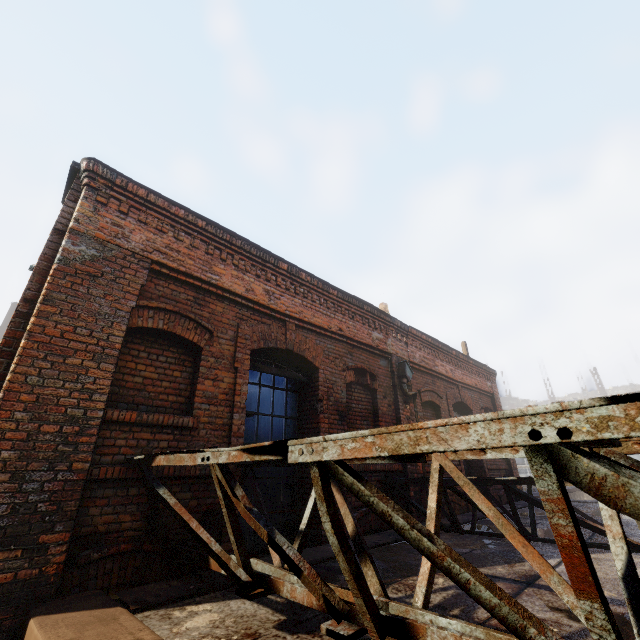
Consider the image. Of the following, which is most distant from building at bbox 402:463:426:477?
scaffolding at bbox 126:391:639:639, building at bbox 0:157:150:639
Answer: building at bbox 0:157:150:639

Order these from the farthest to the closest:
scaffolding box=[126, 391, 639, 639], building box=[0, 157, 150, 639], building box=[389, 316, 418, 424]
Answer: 1. building box=[389, 316, 418, 424]
2. building box=[0, 157, 150, 639]
3. scaffolding box=[126, 391, 639, 639]

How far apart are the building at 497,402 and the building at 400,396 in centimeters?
578cm

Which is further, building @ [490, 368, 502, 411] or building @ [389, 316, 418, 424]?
building @ [490, 368, 502, 411]

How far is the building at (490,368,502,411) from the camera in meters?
11.9

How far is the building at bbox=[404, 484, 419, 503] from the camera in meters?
6.6

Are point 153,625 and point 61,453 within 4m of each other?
yes
